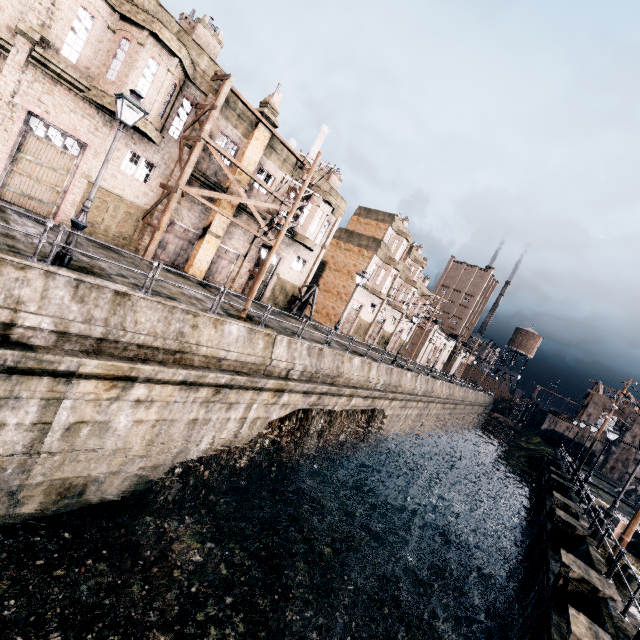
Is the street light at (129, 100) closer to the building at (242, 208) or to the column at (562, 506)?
the building at (242, 208)

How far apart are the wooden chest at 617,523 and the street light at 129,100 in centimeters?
2960cm

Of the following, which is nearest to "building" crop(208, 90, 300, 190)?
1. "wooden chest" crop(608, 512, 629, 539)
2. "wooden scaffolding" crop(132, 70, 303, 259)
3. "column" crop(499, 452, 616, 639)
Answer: "wooden scaffolding" crop(132, 70, 303, 259)

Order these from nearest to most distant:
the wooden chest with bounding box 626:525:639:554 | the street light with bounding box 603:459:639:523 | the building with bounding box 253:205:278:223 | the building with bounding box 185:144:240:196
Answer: the street light with bounding box 603:459:639:523, the wooden chest with bounding box 626:525:639:554, the building with bounding box 185:144:240:196, the building with bounding box 253:205:278:223

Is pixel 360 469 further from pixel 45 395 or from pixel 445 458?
pixel 45 395

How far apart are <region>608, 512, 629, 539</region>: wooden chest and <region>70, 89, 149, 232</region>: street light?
29.60m

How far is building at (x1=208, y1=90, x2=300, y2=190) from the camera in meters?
20.8

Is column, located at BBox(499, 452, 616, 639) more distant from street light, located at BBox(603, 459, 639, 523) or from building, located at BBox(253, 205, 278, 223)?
building, located at BBox(253, 205, 278, 223)
